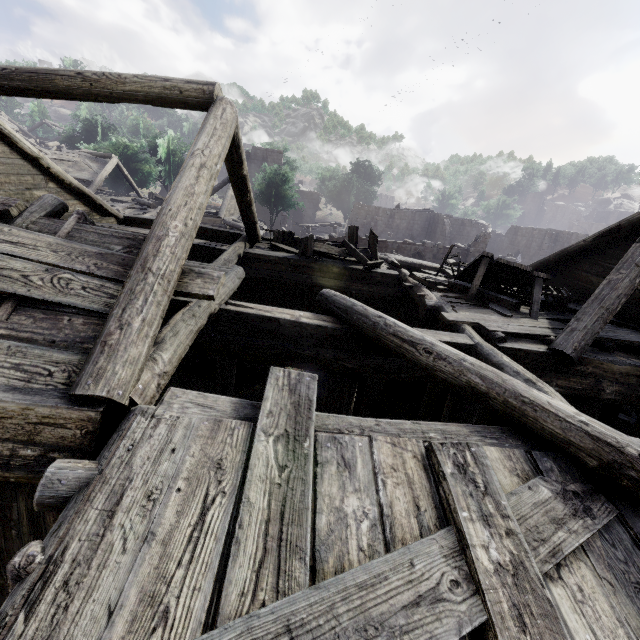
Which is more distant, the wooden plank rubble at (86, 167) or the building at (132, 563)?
the wooden plank rubble at (86, 167)

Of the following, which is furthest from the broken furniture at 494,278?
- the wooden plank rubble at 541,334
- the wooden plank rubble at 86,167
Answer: A: the wooden plank rubble at 86,167

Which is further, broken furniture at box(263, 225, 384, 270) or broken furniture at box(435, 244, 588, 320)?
broken furniture at box(263, 225, 384, 270)

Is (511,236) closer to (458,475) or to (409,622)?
(458,475)

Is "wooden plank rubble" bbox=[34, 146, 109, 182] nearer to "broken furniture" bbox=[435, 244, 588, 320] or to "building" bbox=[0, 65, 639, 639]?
"building" bbox=[0, 65, 639, 639]

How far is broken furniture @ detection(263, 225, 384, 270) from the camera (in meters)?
8.52

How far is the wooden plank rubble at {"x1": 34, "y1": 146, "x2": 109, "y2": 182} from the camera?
23.4m

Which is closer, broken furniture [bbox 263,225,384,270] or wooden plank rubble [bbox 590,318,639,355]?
wooden plank rubble [bbox 590,318,639,355]
